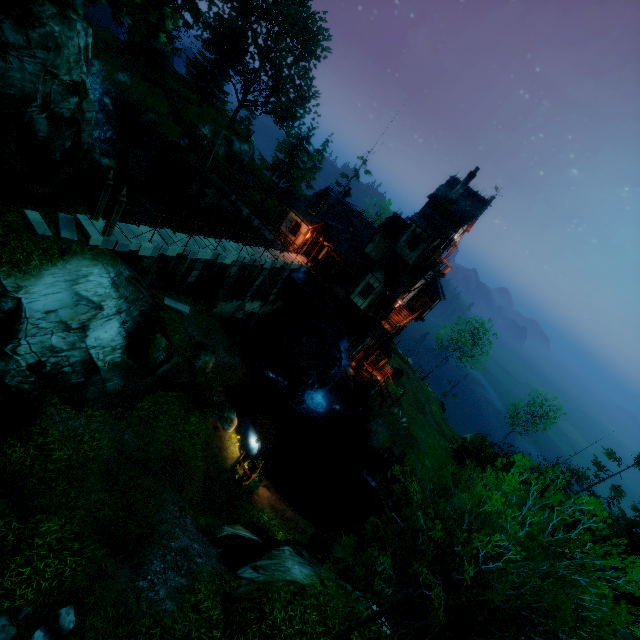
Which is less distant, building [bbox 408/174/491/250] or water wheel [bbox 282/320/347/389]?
building [bbox 408/174/491/250]

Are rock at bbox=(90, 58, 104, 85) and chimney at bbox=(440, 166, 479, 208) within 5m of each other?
no

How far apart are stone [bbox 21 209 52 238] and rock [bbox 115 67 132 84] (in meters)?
31.29

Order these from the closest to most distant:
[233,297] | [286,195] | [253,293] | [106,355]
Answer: [106,355] → [233,297] → [253,293] → [286,195]

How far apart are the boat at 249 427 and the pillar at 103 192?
14.84m

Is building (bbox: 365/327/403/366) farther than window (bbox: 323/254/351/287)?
Yes

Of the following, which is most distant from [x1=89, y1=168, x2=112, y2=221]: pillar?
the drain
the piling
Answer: the piling

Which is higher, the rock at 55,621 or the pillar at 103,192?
the pillar at 103,192
